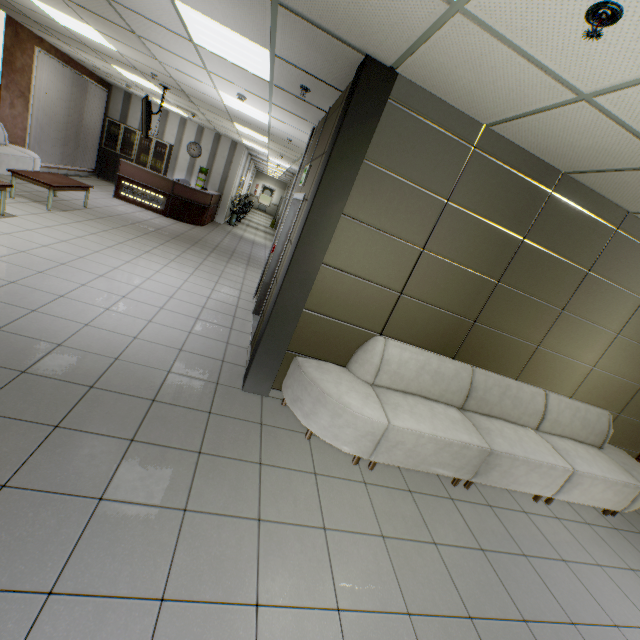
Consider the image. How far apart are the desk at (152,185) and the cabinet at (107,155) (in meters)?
1.40

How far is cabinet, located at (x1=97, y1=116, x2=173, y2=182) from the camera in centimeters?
1191cm

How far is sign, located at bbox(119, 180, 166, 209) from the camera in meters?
10.0 m

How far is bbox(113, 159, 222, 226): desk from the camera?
10.0m

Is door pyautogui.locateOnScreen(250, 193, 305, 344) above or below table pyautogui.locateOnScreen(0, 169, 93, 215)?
above

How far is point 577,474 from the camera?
3.6m

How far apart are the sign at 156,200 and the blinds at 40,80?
1.96m

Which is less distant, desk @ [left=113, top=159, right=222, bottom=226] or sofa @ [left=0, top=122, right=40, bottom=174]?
sofa @ [left=0, top=122, right=40, bottom=174]
